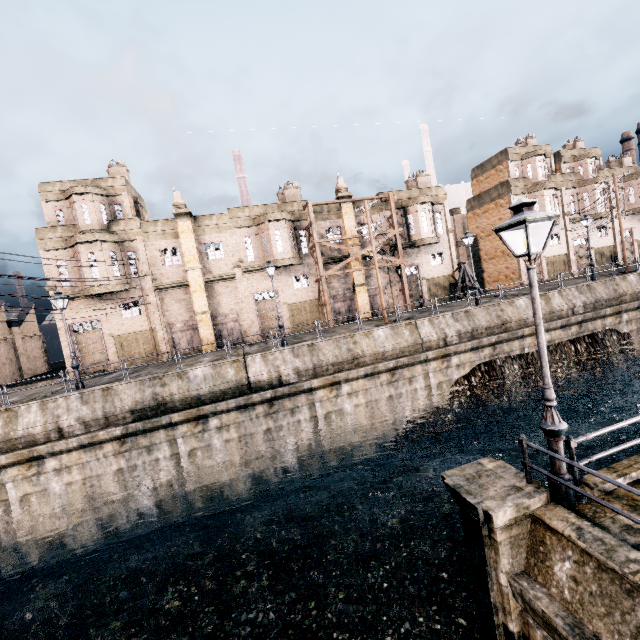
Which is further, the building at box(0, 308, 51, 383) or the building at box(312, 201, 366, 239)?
the building at box(0, 308, 51, 383)

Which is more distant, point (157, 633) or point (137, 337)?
point (137, 337)

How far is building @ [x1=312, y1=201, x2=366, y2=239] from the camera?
31.7m

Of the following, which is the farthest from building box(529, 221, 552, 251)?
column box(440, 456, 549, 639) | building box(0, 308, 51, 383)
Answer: building box(0, 308, 51, 383)

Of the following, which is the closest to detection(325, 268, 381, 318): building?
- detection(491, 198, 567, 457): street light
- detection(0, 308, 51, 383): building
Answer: detection(0, 308, 51, 383): building

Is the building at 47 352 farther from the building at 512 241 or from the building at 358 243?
the building at 512 241

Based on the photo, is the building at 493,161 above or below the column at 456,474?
above

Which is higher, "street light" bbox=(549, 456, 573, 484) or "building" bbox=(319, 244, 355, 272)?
"building" bbox=(319, 244, 355, 272)
